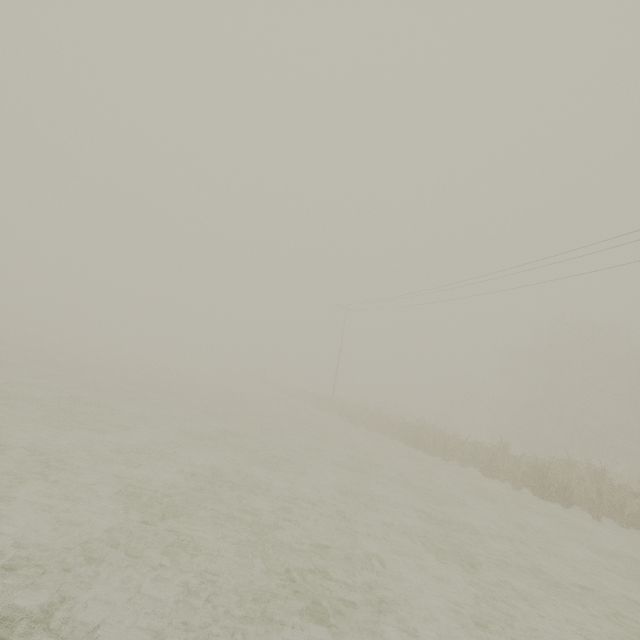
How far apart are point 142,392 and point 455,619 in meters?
19.5 m
